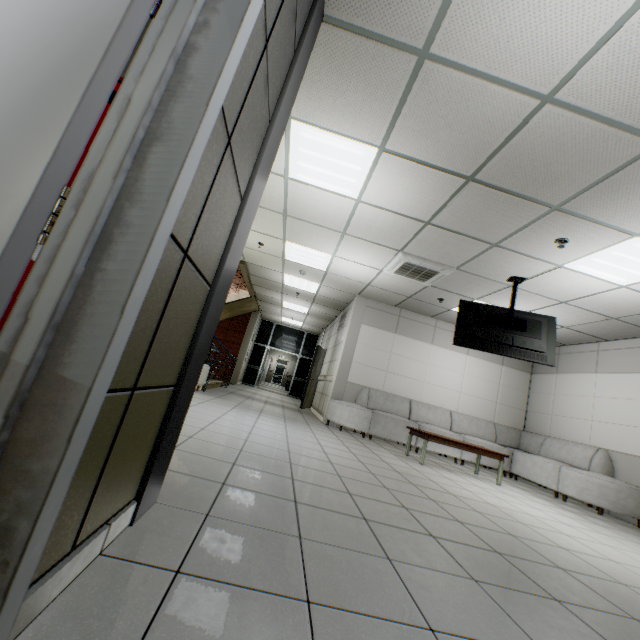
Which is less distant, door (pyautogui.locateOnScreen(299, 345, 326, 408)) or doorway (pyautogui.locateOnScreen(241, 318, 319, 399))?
door (pyautogui.locateOnScreen(299, 345, 326, 408))

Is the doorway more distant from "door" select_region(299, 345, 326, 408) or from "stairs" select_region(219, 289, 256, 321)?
"door" select_region(299, 345, 326, 408)

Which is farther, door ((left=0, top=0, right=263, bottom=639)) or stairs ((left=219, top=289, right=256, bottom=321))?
stairs ((left=219, top=289, right=256, bottom=321))

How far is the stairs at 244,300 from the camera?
11.2m

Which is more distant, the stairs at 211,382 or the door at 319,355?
the door at 319,355

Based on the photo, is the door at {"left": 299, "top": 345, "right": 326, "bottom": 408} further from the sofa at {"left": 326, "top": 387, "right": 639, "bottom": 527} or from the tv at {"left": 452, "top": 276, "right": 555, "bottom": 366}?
the tv at {"left": 452, "top": 276, "right": 555, "bottom": 366}

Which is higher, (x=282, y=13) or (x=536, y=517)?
(x=282, y=13)

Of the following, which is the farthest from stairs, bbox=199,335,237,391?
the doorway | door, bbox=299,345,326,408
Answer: door, bbox=299,345,326,408
